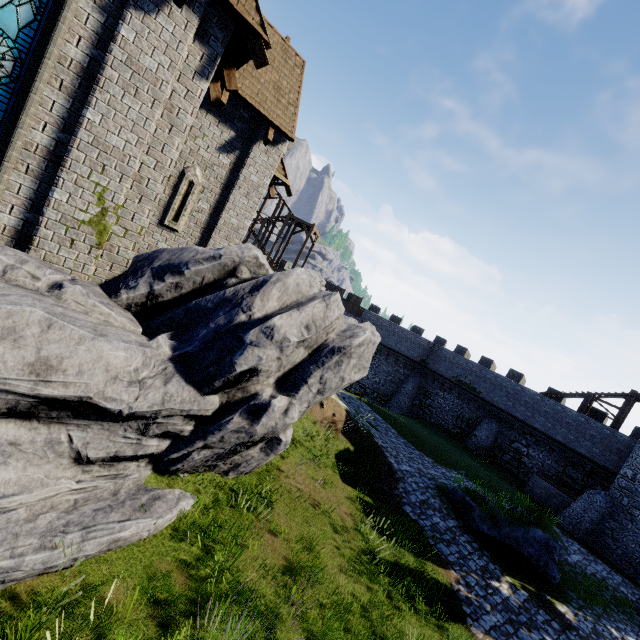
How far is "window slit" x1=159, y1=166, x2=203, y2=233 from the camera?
9.30m

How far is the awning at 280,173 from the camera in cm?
1092

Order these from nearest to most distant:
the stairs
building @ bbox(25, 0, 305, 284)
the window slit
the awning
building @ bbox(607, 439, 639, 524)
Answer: building @ bbox(25, 0, 305, 284), the window slit, the awning, building @ bbox(607, 439, 639, 524), the stairs

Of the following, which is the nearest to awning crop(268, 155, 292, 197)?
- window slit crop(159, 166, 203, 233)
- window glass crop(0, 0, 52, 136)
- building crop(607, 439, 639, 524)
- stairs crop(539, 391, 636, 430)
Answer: window slit crop(159, 166, 203, 233)

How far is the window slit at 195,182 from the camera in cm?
930

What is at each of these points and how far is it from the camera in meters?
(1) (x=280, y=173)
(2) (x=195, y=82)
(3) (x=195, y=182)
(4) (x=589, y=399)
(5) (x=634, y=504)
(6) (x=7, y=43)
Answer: (1) awning, 11.0
(2) building, 6.3
(3) window slit, 9.5
(4) stairs, 24.1
(5) building, 18.2
(6) window glass, 5.0

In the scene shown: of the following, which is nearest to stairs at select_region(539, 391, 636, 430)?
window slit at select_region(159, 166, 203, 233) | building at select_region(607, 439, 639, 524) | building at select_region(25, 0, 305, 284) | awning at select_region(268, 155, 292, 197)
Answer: building at select_region(607, 439, 639, 524)
